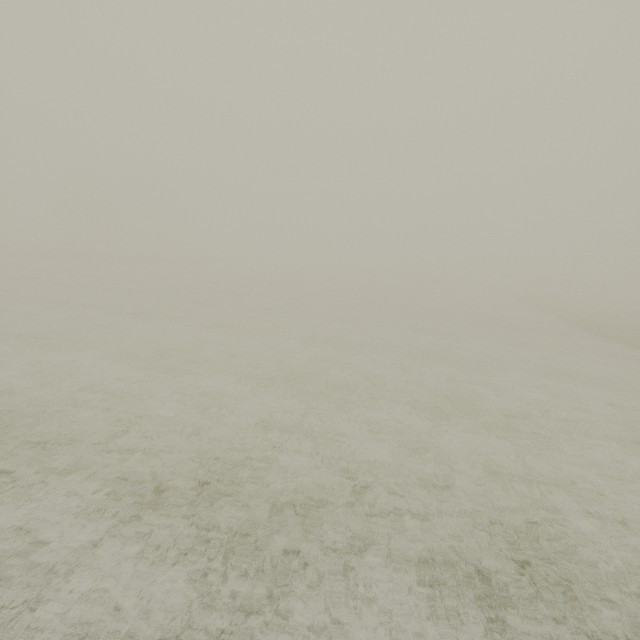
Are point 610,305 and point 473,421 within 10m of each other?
no
